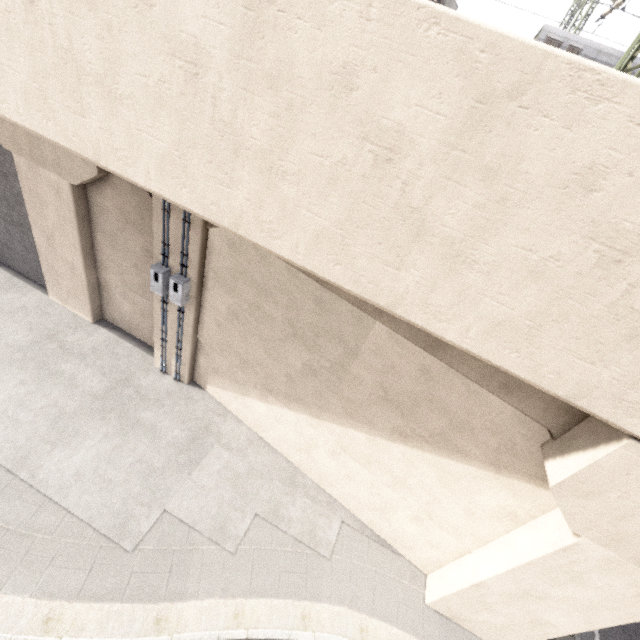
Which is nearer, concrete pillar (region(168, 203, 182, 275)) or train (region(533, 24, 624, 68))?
concrete pillar (region(168, 203, 182, 275))

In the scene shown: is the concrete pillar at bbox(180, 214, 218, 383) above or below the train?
below

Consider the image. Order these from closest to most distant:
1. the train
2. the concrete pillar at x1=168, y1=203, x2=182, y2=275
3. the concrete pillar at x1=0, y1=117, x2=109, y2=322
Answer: the concrete pillar at x1=168, y1=203, x2=182, y2=275, the concrete pillar at x1=0, y1=117, x2=109, y2=322, the train

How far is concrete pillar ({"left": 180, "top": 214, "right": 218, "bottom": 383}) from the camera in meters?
→ 7.3

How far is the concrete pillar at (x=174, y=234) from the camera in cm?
727

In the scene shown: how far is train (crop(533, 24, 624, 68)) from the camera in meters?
13.1 m

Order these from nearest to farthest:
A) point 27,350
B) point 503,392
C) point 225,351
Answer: point 503,392 → point 225,351 → point 27,350

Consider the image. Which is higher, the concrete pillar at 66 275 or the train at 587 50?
the train at 587 50
